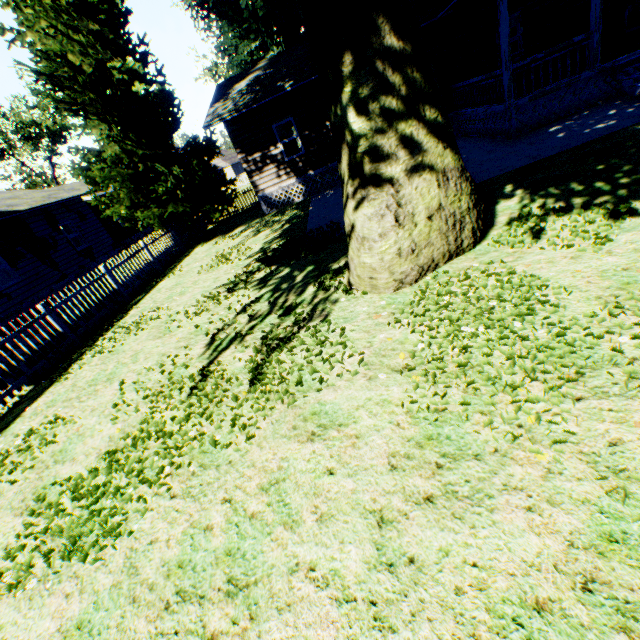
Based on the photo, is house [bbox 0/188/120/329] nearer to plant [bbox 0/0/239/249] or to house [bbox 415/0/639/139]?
plant [bbox 0/0/239/249]

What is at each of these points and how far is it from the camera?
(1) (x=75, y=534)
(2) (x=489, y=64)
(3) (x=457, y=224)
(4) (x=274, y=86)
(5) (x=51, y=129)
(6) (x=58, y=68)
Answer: (1) plant, 3.40m
(2) house, 13.70m
(3) plant, 5.24m
(4) house, 13.78m
(5) tree, 40.91m
(6) plant, 12.58m

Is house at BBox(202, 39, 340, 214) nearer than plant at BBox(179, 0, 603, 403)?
No

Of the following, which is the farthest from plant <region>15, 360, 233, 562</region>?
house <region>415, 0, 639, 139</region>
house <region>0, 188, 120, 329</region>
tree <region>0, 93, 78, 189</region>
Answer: house <region>0, 188, 120, 329</region>

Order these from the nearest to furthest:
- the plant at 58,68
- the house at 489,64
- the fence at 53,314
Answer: the fence at 53,314 → the house at 489,64 → the plant at 58,68

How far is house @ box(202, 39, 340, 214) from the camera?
14.0 meters

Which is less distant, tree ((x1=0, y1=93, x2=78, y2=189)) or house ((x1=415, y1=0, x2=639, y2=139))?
house ((x1=415, y1=0, x2=639, y2=139))

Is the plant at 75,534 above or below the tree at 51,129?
below
